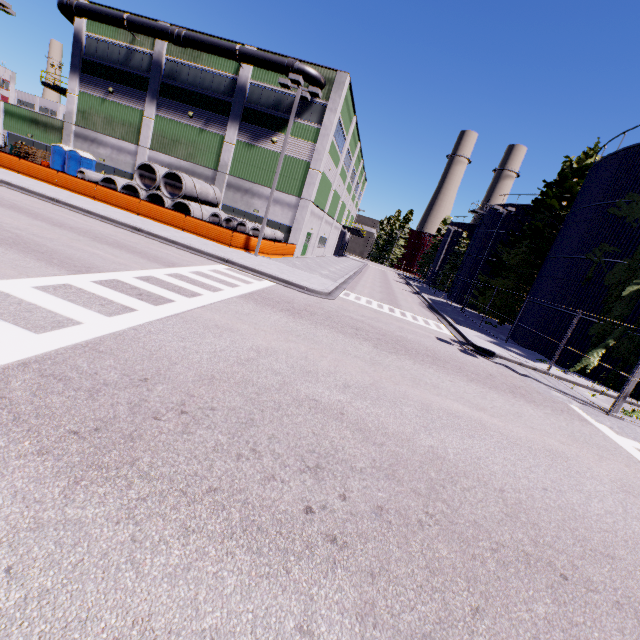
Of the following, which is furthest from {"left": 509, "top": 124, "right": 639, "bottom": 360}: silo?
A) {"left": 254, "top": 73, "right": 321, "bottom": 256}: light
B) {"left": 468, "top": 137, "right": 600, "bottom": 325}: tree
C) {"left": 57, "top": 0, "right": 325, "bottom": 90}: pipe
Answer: {"left": 57, "top": 0, "right": 325, "bottom": 90}: pipe

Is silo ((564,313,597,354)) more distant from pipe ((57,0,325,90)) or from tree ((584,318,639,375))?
pipe ((57,0,325,90))

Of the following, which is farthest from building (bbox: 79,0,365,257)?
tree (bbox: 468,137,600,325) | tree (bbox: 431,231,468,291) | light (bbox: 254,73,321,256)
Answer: tree (bbox: 431,231,468,291)

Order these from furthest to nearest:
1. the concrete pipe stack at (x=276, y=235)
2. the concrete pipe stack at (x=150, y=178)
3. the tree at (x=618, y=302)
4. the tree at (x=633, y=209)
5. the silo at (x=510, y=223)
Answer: the silo at (x=510, y=223) → the concrete pipe stack at (x=276, y=235) → the concrete pipe stack at (x=150, y=178) → the tree at (x=633, y=209) → the tree at (x=618, y=302)

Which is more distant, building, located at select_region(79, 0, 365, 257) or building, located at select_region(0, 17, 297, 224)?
building, located at select_region(0, 17, 297, 224)

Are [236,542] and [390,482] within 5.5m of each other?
yes

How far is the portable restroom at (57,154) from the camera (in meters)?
28.78

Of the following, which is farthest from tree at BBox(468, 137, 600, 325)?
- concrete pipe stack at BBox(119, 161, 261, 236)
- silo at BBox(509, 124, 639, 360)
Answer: concrete pipe stack at BBox(119, 161, 261, 236)
